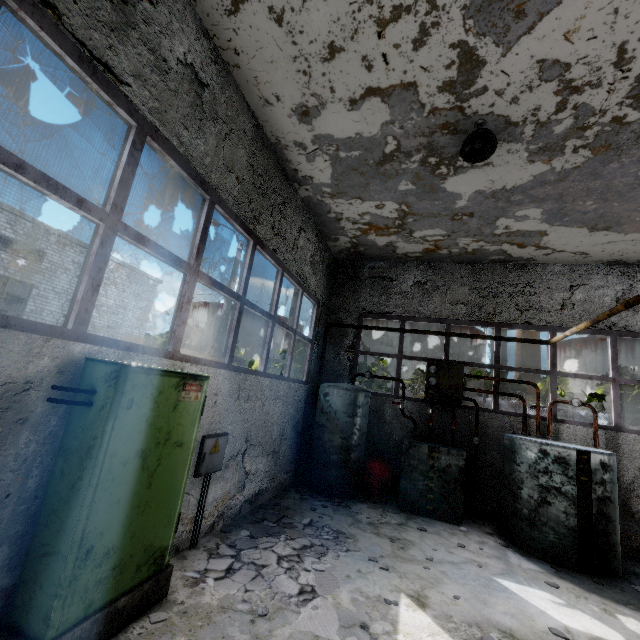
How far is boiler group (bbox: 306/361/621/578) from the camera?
6.0m

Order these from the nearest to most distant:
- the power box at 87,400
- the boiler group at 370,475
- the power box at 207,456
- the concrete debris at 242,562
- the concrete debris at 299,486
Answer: the power box at 87,400, the concrete debris at 242,562, the power box at 207,456, the boiler group at 370,475, the concrete debris at 299,486

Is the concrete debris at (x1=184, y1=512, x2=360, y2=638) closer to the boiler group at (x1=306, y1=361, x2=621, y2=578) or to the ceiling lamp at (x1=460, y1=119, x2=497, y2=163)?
the boiler group at (x1=306, y1=361, x2=621, y2=578)

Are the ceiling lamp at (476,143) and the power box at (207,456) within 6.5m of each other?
yes

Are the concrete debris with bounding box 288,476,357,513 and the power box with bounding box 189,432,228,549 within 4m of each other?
yes

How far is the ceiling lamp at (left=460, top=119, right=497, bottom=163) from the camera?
4.72m

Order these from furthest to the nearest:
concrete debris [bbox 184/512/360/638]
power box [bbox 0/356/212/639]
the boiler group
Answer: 1. the boiler group
2. concrete debris [bbox 184/512/360/638]
3. power box [bbox 0/356/212/639]

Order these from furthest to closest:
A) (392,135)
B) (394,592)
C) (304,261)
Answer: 1. (304,261)
2. (392,135)
3. (394,592)
